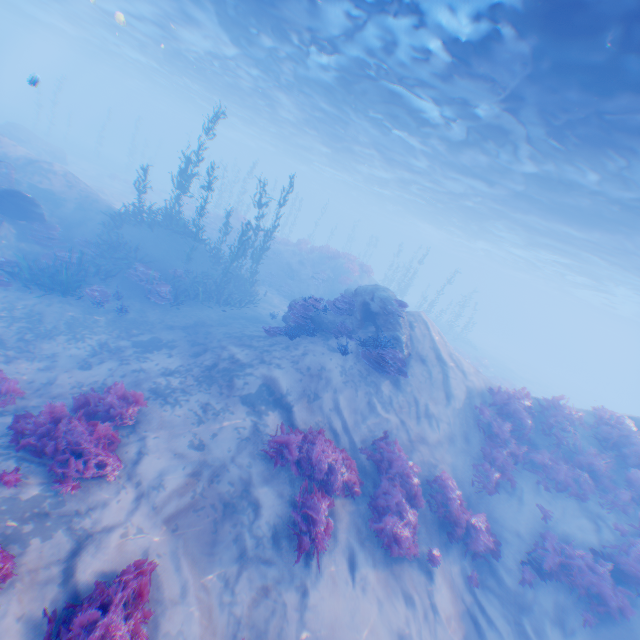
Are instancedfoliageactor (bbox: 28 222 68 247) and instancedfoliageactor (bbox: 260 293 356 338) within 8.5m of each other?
no

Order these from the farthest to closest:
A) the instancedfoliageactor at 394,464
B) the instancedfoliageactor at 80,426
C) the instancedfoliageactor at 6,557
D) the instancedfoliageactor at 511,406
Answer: the instancedfoliageactor at 511,406 → the instancedfoliageactor at 394,464 → the instancedfoliageactor at 80,426 → the instancedfoliageactor at 6,557

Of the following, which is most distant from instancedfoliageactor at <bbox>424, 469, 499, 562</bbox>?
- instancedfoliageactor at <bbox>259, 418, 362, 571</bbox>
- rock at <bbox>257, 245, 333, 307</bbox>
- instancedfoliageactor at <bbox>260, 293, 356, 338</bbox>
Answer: rock at <bbox>257, 245, 333, 307</bbox>

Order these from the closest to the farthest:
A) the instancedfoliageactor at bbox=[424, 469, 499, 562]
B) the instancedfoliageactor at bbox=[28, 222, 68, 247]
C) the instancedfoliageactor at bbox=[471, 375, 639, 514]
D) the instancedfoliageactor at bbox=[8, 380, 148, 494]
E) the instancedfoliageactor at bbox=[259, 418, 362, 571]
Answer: the instancedfoliageactor at bbox=[8, 380, 148, 494] < the instancedfoliageactor at bbox=[259, 418, 362, 571] < the instancedfoliageactor at bbox=[424, 469, 499, 562] < the instancedfoliageactor at bbox=[471, 375, 639, 514] < the instancedfoliageactor at bbox=[28, 222, 68, 247]

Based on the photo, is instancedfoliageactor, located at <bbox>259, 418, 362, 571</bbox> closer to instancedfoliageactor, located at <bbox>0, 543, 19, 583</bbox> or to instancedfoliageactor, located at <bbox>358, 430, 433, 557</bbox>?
instancedfoliageactor, located at <bbox>358, 430, 433, 557</bbox>

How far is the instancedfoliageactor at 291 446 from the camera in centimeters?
675cm

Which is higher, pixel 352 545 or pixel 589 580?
pixel 589 580

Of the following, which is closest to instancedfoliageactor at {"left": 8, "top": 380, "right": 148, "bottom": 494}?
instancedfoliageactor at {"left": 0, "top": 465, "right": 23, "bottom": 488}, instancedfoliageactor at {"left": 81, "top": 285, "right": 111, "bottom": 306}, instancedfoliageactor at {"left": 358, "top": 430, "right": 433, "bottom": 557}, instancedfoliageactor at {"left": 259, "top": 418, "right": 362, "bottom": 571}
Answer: instancedfoliageactor at {"left": 0, "top": 465, "right": 23, "bottom": 488}
